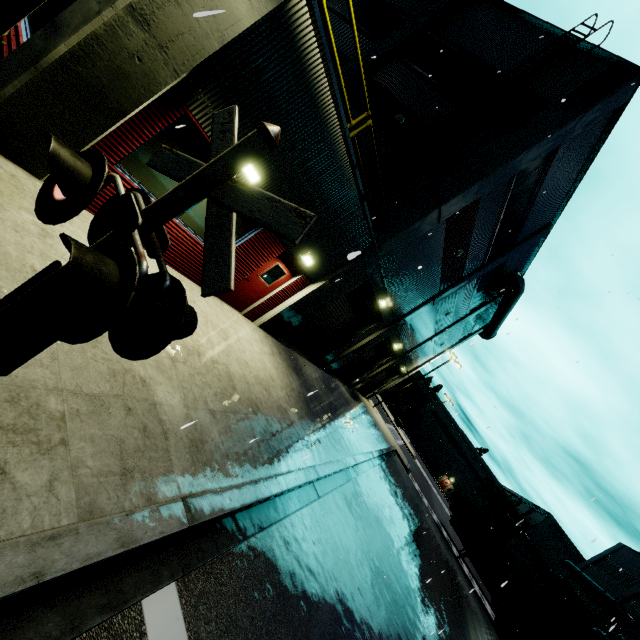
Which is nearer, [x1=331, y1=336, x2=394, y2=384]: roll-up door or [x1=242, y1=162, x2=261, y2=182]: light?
[x1=242, y1=162, x2=261, y2=182]: light

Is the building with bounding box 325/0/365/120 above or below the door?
above

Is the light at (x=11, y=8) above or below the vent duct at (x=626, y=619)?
below

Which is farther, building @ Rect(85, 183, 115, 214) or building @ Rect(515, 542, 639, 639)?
building @ Rect(515, 542, 639, 639)

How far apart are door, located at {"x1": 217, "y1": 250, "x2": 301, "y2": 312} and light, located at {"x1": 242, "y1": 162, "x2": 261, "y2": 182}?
2.5m

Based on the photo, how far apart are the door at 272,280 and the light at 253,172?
2.54m

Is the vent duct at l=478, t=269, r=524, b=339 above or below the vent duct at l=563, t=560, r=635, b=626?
above

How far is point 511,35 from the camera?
12.5m
